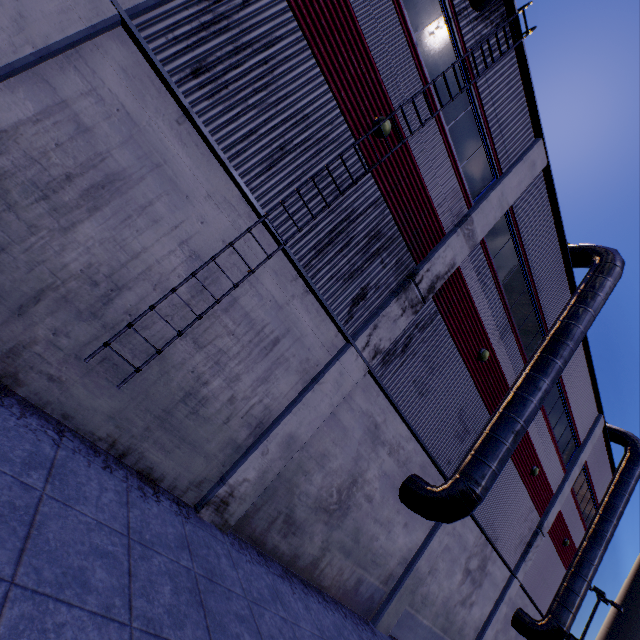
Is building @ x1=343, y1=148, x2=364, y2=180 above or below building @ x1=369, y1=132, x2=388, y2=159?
below

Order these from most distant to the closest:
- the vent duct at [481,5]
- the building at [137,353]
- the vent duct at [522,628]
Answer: the vent duct at [522,628]
the vent duct at [481,5]
the building at [137,353]

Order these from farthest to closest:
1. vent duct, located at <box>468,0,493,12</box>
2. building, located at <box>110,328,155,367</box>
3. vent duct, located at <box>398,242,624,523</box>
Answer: vent duct, located at <box>398,242,624,523</box> → vent duct, located at <box>468,0,493,12</box> → building, located at <box>110,328,155,367</box>

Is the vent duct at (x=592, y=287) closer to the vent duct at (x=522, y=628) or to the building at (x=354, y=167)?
the building at (x=354, y=167)

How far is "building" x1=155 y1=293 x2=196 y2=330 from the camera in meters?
5.8

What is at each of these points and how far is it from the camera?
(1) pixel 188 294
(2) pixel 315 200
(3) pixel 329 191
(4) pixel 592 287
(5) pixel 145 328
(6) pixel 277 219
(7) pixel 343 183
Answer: (1) building, 6.0 meters
(2) building, 7.0 meters
(3) building, 7.2 meters
(4) vent duct, 11.6 meters
(5) building, 5.7 meters
(6) building, 6.6 meters
(7) building, 7.3 meters

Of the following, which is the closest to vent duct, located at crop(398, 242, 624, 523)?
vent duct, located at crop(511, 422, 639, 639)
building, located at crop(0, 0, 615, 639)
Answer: building, located at crop(0, 0, 615, 639)
